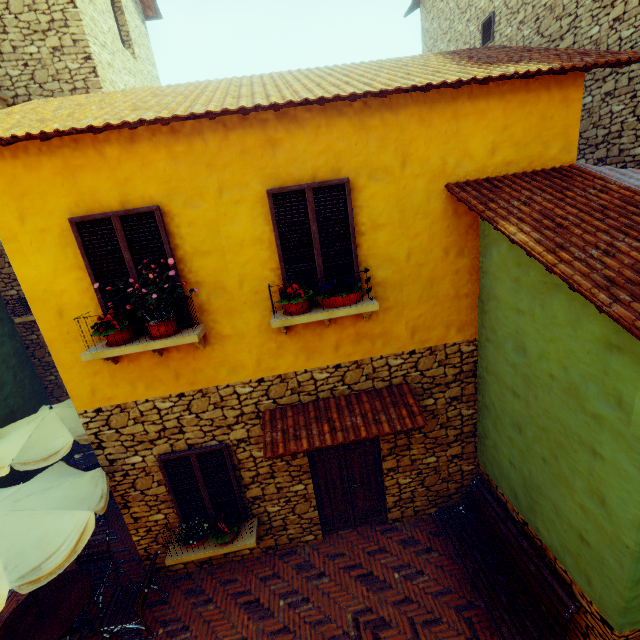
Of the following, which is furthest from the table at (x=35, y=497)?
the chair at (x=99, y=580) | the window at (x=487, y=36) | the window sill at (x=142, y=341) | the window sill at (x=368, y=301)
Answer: the window at (x=487, y=36)

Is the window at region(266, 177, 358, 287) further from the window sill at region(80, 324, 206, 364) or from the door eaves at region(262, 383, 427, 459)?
the door eaves at region(262, 383, 427, 459)

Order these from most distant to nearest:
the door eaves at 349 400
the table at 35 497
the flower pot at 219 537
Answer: the flower pot at 219 537 < the door eaves at 349 400 < the table at 35 497

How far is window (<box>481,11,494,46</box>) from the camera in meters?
9.3 m

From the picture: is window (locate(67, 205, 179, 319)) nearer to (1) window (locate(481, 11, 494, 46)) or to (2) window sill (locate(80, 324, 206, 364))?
(2) window sill (locate(80, 324, 206, 364))

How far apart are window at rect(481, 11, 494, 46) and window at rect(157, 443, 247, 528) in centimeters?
1292cm

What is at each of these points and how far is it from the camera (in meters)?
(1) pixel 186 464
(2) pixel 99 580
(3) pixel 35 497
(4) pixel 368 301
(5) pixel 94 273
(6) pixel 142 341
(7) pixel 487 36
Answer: (1) window, 5.27
(2) chair, 5.64
(3) table, 4.56
(4) window sill, 4.59
(5) window, 4.26
(6) window sill, 4.32
(7) window, 9.62

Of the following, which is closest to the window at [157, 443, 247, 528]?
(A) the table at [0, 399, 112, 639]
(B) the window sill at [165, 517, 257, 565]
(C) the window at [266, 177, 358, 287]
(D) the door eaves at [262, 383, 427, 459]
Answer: (B) the window sill at [165, 517, 257, 565]
